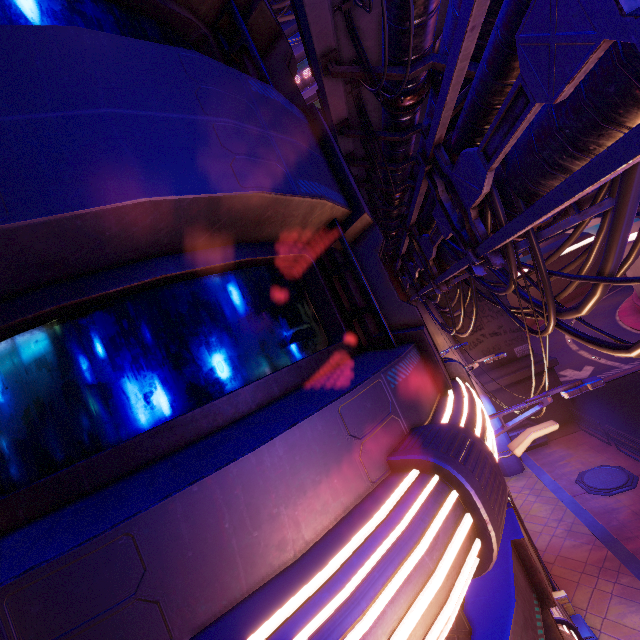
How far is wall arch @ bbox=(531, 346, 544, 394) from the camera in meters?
19.7

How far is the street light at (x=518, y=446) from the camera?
8.29m

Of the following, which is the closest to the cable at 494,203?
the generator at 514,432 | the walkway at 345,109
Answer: the walkway at 345,109

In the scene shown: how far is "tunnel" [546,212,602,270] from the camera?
27.88m

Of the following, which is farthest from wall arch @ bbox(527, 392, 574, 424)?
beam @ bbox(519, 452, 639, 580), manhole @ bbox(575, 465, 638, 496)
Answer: manhole @ bbox(575, 465, 638, 496)

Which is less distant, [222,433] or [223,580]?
[223,580]

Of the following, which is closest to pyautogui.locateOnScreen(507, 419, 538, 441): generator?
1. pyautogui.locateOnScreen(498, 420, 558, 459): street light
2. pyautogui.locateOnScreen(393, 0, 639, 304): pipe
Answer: pyautogui.locateOnScreen(393, 0, 639, 304): pipe

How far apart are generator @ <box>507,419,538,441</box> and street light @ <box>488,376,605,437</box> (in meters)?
14.52
